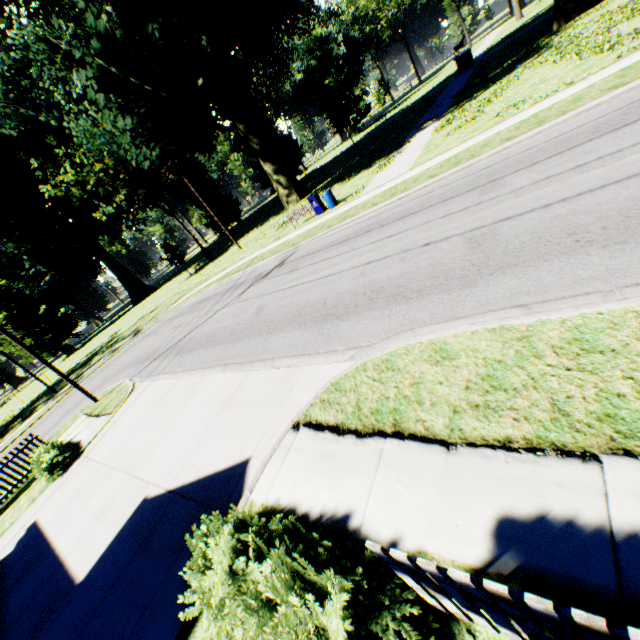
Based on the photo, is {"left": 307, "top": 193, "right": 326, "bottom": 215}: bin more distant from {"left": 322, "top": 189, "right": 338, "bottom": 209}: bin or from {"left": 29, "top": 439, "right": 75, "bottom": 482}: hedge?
{"left": 29, "top": 439, "right": 75, "bottom": 482}: hedge

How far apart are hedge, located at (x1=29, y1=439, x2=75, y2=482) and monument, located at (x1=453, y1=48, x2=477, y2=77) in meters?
51.7

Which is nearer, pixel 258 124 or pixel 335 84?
pixel 258 124

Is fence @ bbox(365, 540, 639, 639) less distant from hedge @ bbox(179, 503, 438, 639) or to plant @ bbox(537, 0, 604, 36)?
hedge @ bbox(179, 503, 438, 639)

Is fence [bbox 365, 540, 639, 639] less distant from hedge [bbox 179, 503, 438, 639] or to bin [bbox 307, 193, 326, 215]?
hedge [bbox 179, 503, 438, 639]

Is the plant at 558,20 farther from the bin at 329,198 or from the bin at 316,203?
the bin at 316,203

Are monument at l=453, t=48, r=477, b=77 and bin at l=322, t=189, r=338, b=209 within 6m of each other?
no

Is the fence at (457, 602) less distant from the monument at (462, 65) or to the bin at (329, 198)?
the bin at (329, 198)
